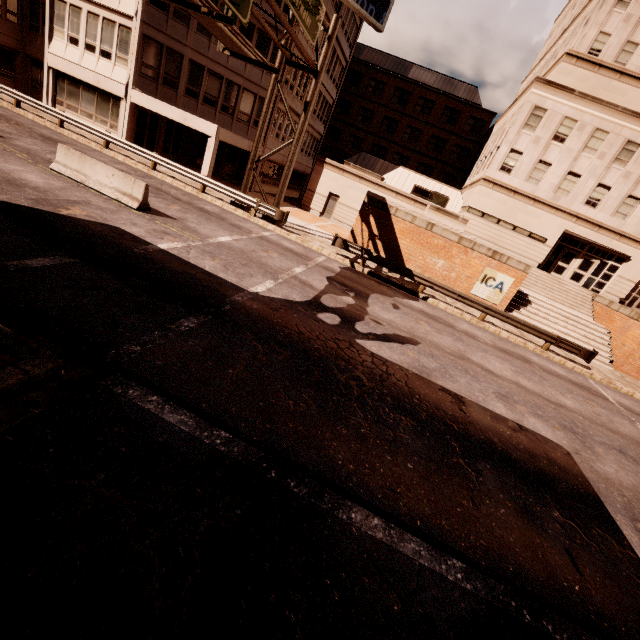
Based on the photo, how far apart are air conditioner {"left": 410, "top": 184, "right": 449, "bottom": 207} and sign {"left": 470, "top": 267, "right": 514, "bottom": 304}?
12.54m

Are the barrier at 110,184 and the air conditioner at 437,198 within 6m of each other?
no

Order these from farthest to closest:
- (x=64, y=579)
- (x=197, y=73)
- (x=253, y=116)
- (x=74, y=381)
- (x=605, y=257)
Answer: (x=605, y=257), (x=253, y=116), (x=197, y=73), (x=74, y=381), (x=64, y=579)

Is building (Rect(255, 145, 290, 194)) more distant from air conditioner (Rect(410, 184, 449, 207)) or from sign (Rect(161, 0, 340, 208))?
air conditioner (Rect(410, 184, 449, 207))

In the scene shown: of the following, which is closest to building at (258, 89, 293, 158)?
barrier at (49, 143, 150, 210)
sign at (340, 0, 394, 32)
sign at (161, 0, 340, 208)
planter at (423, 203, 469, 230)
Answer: sign at (340, 0, 394, 32)

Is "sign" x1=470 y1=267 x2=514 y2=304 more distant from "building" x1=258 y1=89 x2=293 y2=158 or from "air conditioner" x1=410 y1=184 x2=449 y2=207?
"building" x1=258 y1=89 x2=293 y2=158

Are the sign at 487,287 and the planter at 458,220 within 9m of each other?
yes

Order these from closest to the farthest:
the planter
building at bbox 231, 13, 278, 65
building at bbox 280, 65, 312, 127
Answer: the planter
building at bbox 231, 13, 278, 65
building at bbox 280, 65, 312, 127
